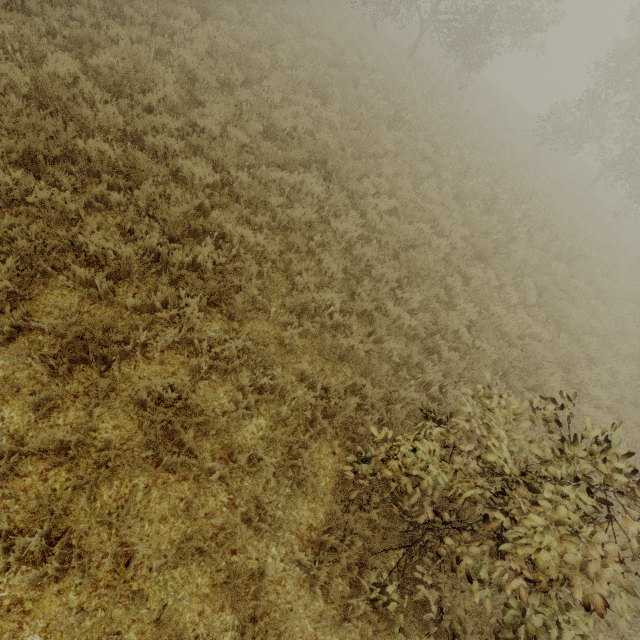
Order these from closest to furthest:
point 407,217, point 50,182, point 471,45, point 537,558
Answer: point 537,558 → point 50,182 → point 407,217 → point 471,45
